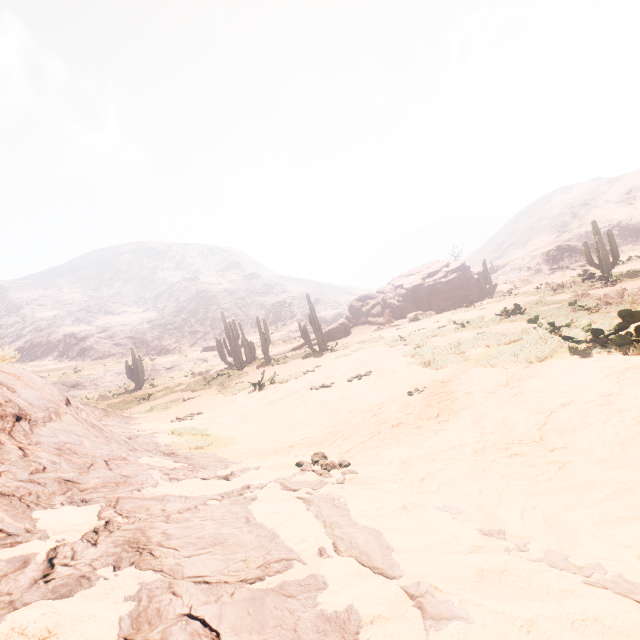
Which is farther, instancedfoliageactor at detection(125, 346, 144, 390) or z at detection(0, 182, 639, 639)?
instancedfoliageactor at detection(125, 346, 144, 390)

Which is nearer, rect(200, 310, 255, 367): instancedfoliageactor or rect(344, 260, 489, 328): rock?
rect(344, 260, 489, 328): rock

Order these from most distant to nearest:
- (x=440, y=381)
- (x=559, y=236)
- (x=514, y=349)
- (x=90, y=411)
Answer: (x=559, y=236) → (x=90, y=411) → (x=514, y=349) → (x=440, y=381)

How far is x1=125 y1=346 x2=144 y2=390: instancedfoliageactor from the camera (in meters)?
30.03

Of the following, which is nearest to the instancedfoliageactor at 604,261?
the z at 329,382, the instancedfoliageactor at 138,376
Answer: the z at 329,382

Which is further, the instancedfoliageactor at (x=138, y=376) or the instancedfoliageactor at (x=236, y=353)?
the instancedfoliageactor at (x=138, y=376)

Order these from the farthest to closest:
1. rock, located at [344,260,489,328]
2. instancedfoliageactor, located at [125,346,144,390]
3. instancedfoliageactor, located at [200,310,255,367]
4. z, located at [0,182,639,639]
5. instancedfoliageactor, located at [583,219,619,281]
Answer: instancedfoliageactor, located at [125,346,144,390], instancedfoliageactor, located at [200,310,255,367], rock, located at [344,260,489,328], instancedfoliageactor, located at [583,219,619,281], z, located at [0,182,639,639]

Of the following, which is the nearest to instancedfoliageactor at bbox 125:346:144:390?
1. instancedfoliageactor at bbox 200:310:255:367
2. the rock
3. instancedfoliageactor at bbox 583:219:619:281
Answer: instancedfoliageactor at bbox 200:310:255:367
